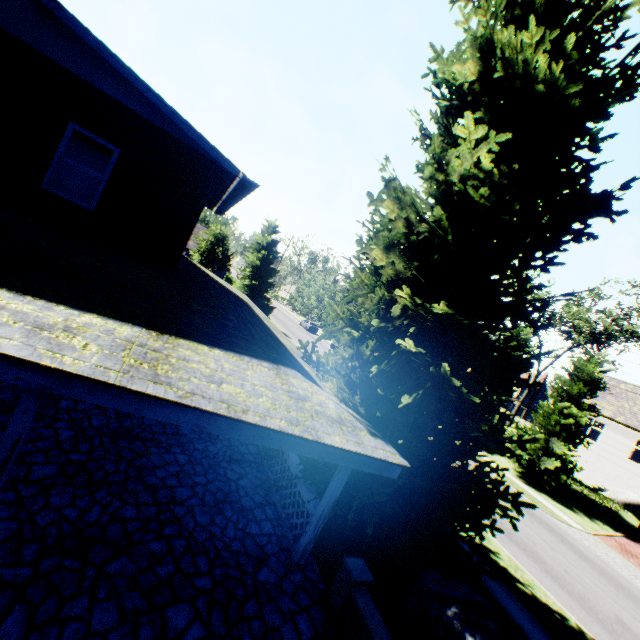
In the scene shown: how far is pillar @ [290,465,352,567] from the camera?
6.4 meters

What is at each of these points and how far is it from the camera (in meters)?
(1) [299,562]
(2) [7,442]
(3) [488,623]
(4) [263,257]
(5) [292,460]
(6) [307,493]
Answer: (1) pillar, 6.44
(2) pillar, 4.18
(3) rock, 6.08
(4) plant, 29.23
(5) house, 8.11
(6) house, 7.05

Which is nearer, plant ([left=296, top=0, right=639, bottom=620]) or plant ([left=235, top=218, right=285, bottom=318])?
plant ([left=296, top=0, right=639, bottom=620])

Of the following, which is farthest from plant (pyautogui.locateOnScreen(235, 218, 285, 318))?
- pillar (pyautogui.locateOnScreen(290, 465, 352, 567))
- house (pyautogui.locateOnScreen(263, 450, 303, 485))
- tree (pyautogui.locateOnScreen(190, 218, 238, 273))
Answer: tree (pyautogui.locateOnScreen(190, 218, 238, 273))

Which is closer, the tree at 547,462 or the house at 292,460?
the house at 292,460

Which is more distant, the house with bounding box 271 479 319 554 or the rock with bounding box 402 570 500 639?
the house with bounding box 271 479 319 554

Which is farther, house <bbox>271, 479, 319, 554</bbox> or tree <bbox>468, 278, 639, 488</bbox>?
tree <bbox>468, 278, 639, 488</bbox>

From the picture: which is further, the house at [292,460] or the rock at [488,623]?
the house at [292,460]
